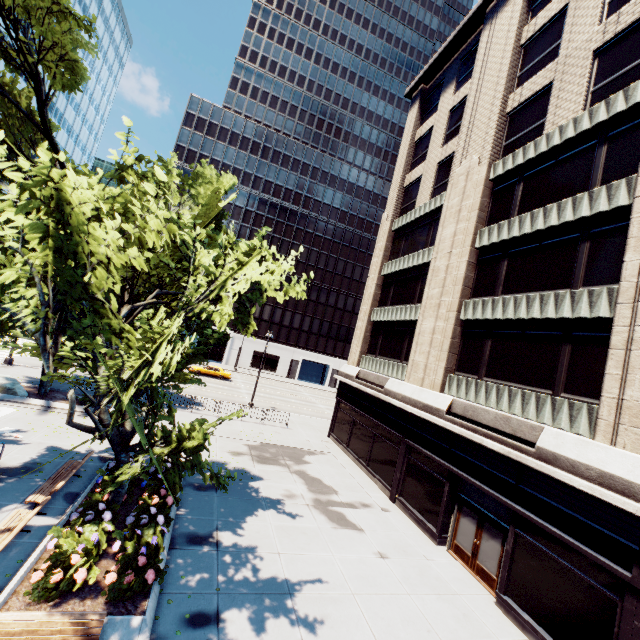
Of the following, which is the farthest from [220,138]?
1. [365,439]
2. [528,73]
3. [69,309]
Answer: [69,309]

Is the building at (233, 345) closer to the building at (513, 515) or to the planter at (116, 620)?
the building at (513, 515)

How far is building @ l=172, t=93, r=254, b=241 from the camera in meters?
56.6 m

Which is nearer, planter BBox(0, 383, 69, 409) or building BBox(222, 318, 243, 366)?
planter BBox(0, 383, 69, 409)

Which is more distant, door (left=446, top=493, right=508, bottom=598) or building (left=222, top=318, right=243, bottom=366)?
building (left=222, top=318, right=243, bottom=366)

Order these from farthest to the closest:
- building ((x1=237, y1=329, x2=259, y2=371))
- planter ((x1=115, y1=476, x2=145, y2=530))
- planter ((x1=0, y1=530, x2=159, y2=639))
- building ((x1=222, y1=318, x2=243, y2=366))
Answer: building ((x1=237, y1=329, x2=259, y2=371)) → building ((x1=222, y1=318, x2=243, y2=366)) → planter ((x1=115, y1=476, x2=145, y2=530)) → planter ((x1=0, y1=530, x2=159, y2=639))

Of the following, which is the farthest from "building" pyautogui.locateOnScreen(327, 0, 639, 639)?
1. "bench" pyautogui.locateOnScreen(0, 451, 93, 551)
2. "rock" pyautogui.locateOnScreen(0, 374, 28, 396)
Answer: "rock" pyautogui.locateOnScreen(0, 374, 28, 396)

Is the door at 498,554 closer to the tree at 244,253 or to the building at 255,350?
the tree at 244,253
